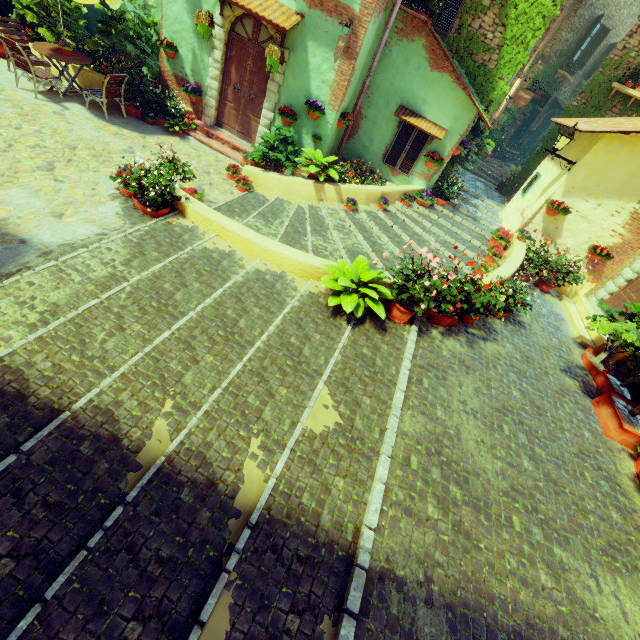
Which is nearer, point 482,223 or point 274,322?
point 274,322

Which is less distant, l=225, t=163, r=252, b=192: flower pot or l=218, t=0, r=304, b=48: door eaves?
l=218, t=0, r=304, b=48: door eaves

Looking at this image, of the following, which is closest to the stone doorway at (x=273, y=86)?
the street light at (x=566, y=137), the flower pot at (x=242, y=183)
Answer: the flower pot at (x=242, y=183)

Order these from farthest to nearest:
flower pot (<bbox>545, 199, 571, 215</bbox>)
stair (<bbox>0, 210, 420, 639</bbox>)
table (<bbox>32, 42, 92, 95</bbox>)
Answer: flower pot (<bbox>545, 199, 571, 215</bbox>) → table (<bbox>32, 42, 92, 95</bbox>) → stair (<bbox>0, 210, 420, 639</bbox>)

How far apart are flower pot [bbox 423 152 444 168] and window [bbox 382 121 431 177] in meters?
0.1 m

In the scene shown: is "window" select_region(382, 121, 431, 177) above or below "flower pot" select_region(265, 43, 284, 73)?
below

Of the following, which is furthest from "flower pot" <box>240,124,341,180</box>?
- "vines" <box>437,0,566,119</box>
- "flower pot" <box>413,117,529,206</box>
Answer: "flower pot" <box>413,117,529,206</box>

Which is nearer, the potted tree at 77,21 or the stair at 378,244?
the stair at 378,244
